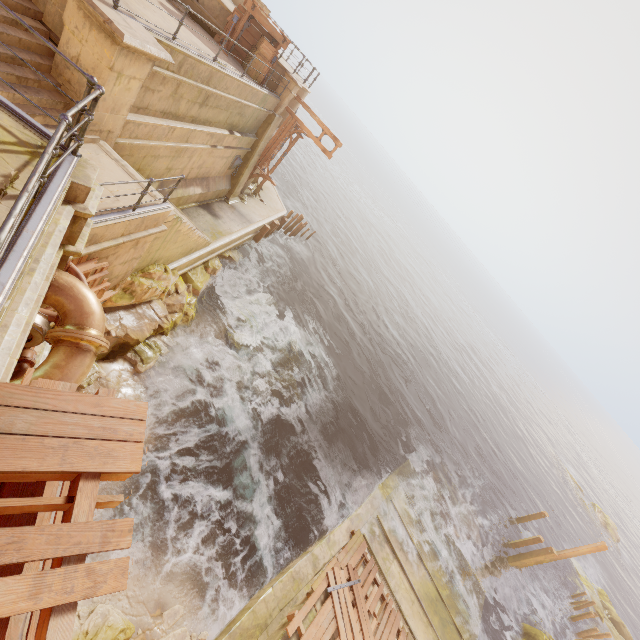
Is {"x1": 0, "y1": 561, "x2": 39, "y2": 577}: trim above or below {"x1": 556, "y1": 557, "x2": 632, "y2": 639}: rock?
above

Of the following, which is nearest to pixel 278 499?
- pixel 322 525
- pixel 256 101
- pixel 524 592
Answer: pixel 322 525

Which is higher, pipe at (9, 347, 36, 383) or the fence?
the fence

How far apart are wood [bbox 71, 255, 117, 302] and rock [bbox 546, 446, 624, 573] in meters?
55.6 m

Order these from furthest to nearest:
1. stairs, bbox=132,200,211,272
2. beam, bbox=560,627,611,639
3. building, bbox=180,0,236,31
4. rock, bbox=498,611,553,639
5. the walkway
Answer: beam, bbox=560,627,611,639 → rock, bbox=498,611,553,639 → building, bbox=180,0,236,31 → stairs, bbox=132,200,211,272 → the walkway

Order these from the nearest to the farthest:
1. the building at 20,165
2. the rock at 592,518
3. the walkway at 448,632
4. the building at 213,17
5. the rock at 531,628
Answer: the building at 20,165 → the walkway at 448,632 → the building at 213,17 → the rock at 531,628 → the rock at 592,518

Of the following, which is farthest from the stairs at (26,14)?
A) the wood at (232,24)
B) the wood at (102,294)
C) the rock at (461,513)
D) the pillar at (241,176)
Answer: the rock at (461,513)

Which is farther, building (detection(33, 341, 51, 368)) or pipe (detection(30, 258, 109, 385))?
building (detection(33, 341, 51, 368))
